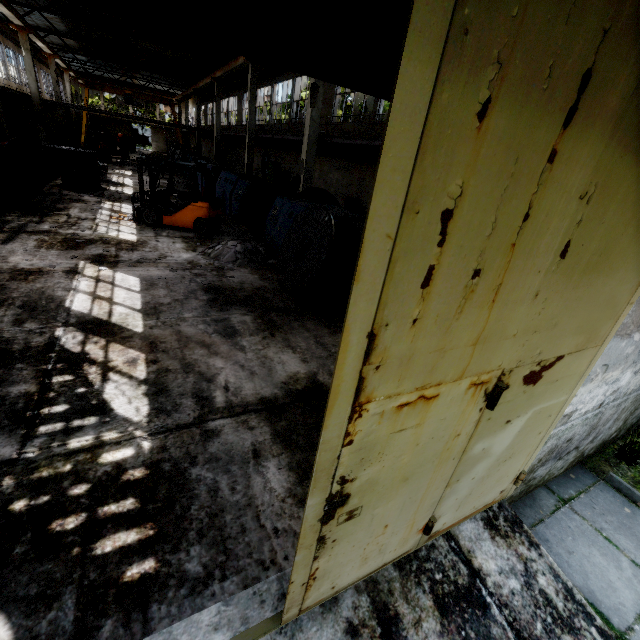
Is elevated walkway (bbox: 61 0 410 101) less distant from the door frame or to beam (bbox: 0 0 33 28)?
the door frame

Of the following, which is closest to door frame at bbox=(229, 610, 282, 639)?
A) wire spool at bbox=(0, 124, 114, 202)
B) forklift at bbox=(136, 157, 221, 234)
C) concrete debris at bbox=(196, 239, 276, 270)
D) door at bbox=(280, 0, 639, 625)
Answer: door at bbox=(280, 0, 639, 625)

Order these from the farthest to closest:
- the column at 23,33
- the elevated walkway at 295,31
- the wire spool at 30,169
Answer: the column at 23,33 → the wire spool at 30,169 → the elevated walkway at 295,31

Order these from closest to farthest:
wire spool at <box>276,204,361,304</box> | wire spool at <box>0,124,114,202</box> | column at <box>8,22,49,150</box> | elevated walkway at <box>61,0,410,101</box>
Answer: elevated walkway at <box>61,0,410,101</box>
wire spool at <box>276,204,361,304</box>
wire spool at <box>0,124,114,202</box>
column at <box>8,22,49,150</box>

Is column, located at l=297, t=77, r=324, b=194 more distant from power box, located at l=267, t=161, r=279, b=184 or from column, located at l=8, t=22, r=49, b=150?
column, located at l=8, t=22, r=49, b=150

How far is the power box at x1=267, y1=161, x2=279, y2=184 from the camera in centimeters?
2359cm

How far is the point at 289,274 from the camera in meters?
7.4

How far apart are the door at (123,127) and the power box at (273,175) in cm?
4752
